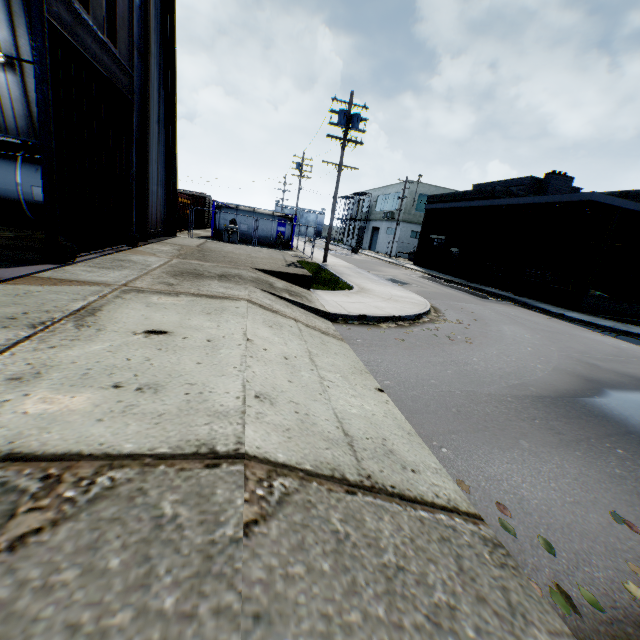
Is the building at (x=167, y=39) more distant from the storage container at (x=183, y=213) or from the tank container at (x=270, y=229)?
the tank container at (x=270, y=229)

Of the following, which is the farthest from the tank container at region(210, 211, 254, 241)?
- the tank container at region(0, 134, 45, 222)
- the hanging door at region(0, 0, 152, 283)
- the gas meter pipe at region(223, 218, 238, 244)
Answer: the hanging door at region(0, 0, 152, 283)

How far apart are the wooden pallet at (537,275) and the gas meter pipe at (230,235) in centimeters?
1938cm

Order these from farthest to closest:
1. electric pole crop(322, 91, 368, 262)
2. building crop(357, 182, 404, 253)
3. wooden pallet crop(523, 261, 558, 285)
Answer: building crop(357, 182, 404, 253)
wooden pallet crop(523, 261, 558, 285)
electric pole crop(322, 91, 368, 262)

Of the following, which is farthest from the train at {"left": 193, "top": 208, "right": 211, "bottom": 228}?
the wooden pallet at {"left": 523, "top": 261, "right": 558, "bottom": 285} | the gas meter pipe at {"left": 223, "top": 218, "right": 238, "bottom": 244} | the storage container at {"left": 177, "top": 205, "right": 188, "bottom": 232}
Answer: the wooden pallet at {"left": 523, "top": 261, "right": 558, "bottom": 285}

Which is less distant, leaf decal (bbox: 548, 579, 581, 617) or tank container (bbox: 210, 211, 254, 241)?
leaf decal (bbox: 548, 579, 581, 617)

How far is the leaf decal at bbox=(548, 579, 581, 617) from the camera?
2.2m

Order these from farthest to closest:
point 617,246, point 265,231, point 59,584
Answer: point 265,231 < point 617,246 < point 59,584
